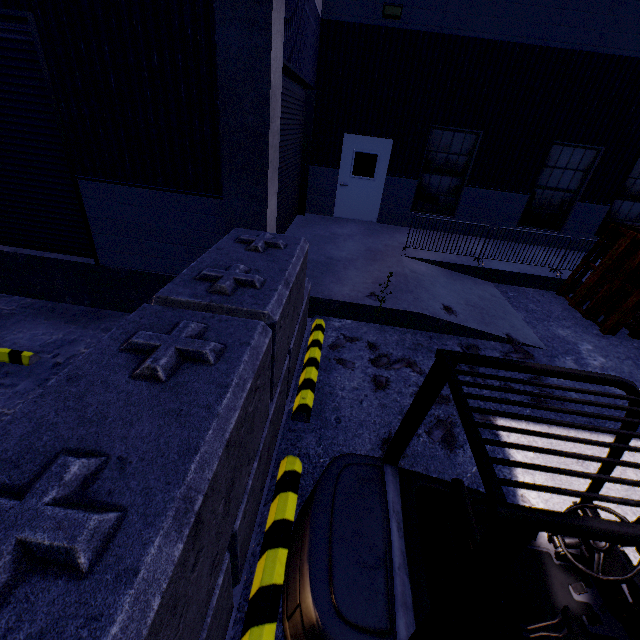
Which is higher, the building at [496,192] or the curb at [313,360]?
the building at [496,192]

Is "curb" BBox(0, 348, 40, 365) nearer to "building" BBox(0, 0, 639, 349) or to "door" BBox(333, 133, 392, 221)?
"building" BBox(0, 0, 639, 349)

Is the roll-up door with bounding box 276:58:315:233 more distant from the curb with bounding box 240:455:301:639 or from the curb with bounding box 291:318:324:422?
→ the curb with bounding box 240:455:301:639

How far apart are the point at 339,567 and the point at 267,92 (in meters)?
5.01

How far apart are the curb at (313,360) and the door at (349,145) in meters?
6.4 m

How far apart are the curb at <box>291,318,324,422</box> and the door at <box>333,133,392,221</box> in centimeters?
640cm

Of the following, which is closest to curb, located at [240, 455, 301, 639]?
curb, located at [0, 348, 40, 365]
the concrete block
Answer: the concrete block

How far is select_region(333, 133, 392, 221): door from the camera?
9.8m
